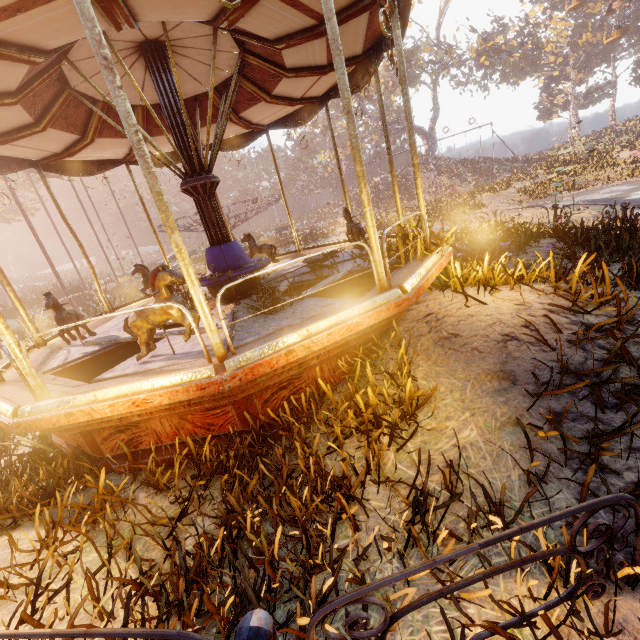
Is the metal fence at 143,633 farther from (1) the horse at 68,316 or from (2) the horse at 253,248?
(2) the horse at 253,248

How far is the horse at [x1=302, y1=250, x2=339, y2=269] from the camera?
6.06m

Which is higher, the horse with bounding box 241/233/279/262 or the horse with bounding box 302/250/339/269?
the horse with bounding box 241/233/279/262

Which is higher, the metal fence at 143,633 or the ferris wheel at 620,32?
the ferris wheel at 620,32

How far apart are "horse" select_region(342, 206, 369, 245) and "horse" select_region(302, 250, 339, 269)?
0.7 meters

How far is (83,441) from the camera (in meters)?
3.61

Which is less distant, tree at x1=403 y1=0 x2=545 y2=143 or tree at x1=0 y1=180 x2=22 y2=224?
tree at x1=0 y1=180 x2=22 y2=224

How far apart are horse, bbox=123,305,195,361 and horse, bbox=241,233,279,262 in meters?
5.4
